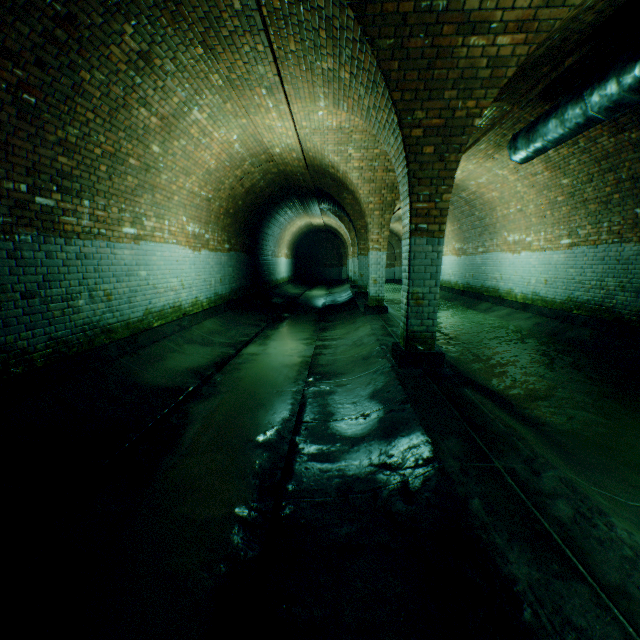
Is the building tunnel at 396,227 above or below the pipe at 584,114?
above

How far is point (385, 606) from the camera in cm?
164

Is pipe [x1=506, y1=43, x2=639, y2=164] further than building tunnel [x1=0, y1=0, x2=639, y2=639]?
Yes

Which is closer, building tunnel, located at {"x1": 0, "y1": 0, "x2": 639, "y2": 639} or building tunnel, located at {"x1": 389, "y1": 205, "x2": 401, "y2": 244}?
building tunnel, located at {"x1": 0, "y1": 0, "x2": 639, "y2": 639}

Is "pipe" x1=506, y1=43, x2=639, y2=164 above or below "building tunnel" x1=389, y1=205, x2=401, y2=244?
below

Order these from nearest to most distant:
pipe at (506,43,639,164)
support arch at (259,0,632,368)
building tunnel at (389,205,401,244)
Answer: support arch at (259,0,632,368), pipe at (506,43,639,164), building tunnel at (389,205,401,244)

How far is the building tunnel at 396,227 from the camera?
17.7 meters

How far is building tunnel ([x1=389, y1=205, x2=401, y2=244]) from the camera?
17.70m
